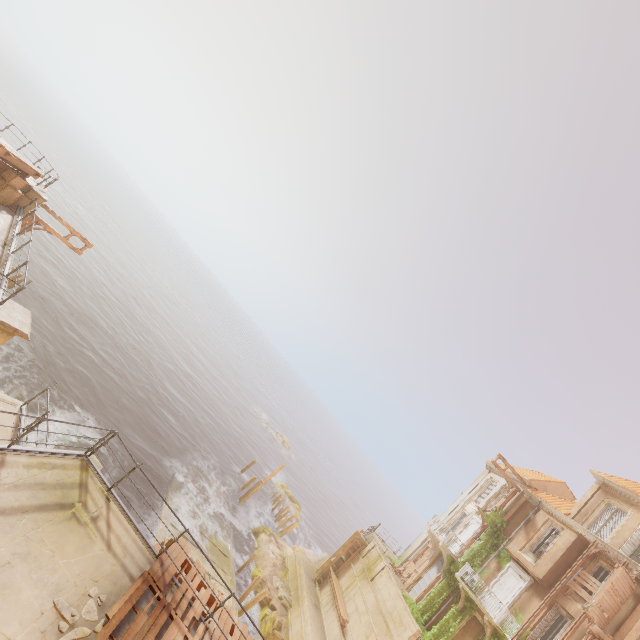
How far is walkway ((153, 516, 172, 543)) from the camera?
19.1 meters

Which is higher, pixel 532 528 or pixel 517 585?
pixel 532 528

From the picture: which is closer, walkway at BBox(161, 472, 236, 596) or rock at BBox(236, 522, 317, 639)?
rock at BBox(236, 522, 317, 639)

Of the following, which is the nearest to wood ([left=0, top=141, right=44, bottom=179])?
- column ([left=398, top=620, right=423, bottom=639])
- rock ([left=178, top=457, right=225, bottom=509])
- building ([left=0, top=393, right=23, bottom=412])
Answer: building ([left=0, top=393, right=23, bottom=412])

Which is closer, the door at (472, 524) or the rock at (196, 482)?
the door at (472, 524)

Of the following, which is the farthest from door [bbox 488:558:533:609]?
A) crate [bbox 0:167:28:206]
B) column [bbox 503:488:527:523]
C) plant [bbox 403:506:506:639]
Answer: crate [bbox 0:167:28:206]

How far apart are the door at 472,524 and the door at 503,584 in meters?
3.1 m

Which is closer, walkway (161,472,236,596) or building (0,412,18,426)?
building (0,412,18,426)
